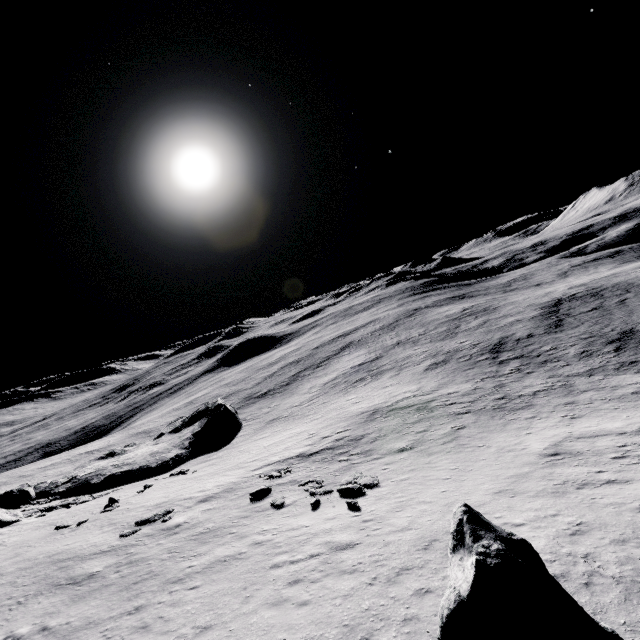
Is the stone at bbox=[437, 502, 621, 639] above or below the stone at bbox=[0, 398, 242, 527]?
above

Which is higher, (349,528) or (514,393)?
(349,528)

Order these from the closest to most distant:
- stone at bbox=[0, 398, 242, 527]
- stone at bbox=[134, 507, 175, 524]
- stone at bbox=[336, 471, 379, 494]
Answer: stone at bbox=[336, 471, 379, 494] < stone at bbox=[134, 507, 175, 524] < stone at bbox=[0, 398, 242, 527]

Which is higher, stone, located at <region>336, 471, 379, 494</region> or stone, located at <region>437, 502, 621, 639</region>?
stone, located at <region>437, 502, 621, 639</region>

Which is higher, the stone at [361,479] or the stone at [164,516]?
the stone at [164,516]

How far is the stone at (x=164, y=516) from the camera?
17.9m

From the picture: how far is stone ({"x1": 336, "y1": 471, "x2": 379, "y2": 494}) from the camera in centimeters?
1595cm

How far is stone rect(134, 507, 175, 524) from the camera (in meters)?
17.86
